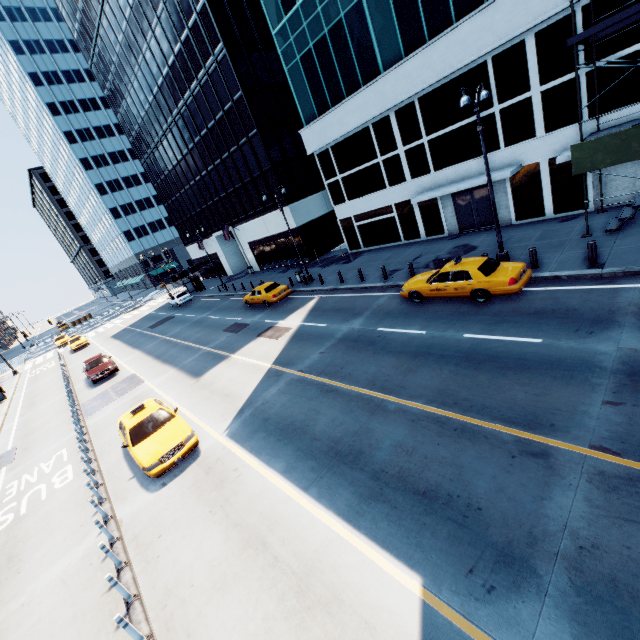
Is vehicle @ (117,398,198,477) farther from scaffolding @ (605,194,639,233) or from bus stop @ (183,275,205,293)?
bus stop @ (183,275,205,293)

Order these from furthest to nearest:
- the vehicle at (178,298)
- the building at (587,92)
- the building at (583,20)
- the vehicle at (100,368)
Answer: the vehicle at (178,298), the vehicle at (100,368), the building at (587,92), the building at (583,20)

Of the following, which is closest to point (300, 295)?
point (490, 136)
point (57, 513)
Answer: point (490, 136)

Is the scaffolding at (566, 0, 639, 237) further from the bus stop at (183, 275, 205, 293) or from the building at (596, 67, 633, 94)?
the bus stop at (183, 275, 205, 293)

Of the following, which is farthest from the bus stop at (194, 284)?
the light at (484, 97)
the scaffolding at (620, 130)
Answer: the scaffolding at (620, 130)

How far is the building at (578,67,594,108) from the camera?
14.5m

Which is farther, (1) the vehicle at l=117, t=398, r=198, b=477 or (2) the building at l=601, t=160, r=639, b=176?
(2) the building at l=601, t=160, r=639, b=176

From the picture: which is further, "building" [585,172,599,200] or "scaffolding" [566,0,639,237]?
"building" [585,172,599,200]
